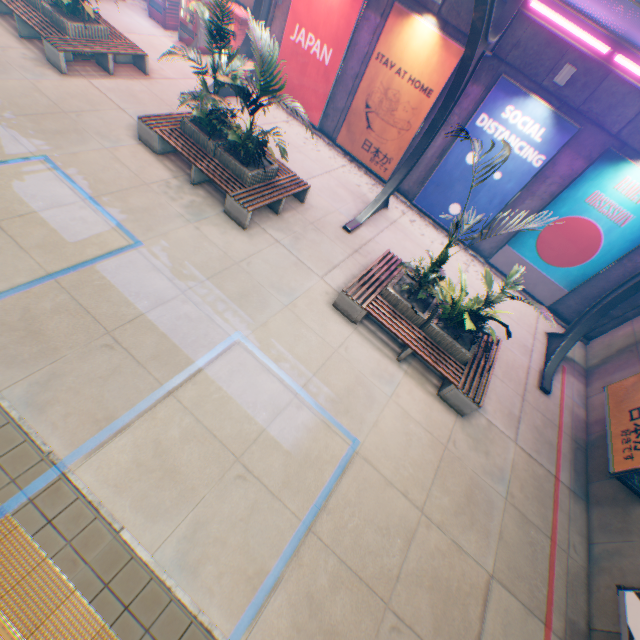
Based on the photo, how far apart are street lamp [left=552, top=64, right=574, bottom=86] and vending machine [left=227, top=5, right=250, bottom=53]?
10.4m

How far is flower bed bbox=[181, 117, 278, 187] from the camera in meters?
8.1 m

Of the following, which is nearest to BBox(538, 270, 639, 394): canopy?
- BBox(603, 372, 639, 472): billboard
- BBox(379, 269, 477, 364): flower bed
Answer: BBox(603, 372, 639, 472): billboard

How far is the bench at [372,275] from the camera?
7.04m

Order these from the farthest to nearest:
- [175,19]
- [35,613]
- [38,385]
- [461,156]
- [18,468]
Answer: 1. [175,19]
2. [461,156]
3. [38,385]
4. [18,468]
5. [35,613]

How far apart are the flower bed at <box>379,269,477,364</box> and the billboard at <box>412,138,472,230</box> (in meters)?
4.94

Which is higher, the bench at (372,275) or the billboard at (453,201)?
the billboard at (453,201)

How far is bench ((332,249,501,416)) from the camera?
7.04m
